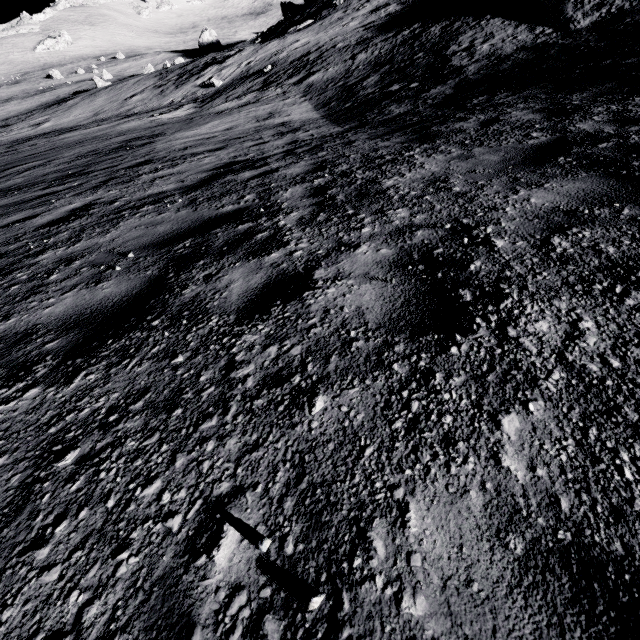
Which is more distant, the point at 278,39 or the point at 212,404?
the point at 278,39
